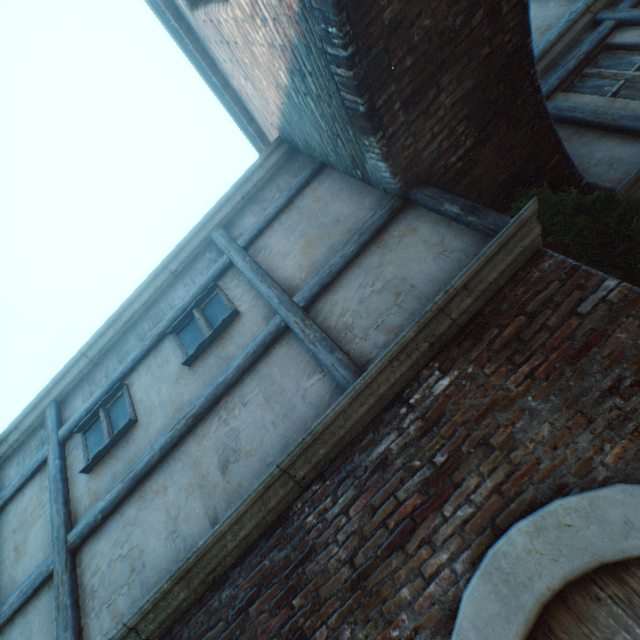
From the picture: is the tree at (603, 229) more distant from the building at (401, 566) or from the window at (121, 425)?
the window at (121, 425)

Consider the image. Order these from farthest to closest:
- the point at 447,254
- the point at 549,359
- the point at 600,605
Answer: the point at 447,254, the point at 549,359, the point at 600,605

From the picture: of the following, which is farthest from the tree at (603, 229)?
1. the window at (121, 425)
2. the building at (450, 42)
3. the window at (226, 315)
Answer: the window at (121, 425)

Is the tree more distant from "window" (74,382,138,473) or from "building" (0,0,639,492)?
"window" (74,382,138,473)

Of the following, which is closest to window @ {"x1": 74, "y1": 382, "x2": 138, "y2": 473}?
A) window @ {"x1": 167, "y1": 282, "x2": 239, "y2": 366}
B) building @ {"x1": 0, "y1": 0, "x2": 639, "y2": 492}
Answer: building @ {"x1": 0, "y1": 0, "x2": 639, "y2": 492}

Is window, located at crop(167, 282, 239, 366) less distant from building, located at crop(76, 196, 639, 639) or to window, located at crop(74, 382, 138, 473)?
building, located at crop(76, 196, 639, 639)

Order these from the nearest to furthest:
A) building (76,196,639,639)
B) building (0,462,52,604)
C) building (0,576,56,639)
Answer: building (76,196,639,639) < building (0,576,56,639) < building (0,462,52,604)

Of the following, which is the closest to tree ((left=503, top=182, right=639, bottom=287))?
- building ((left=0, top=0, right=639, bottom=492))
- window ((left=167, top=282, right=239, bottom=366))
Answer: building ((left=0, top=0, right=639, bottom=492))
